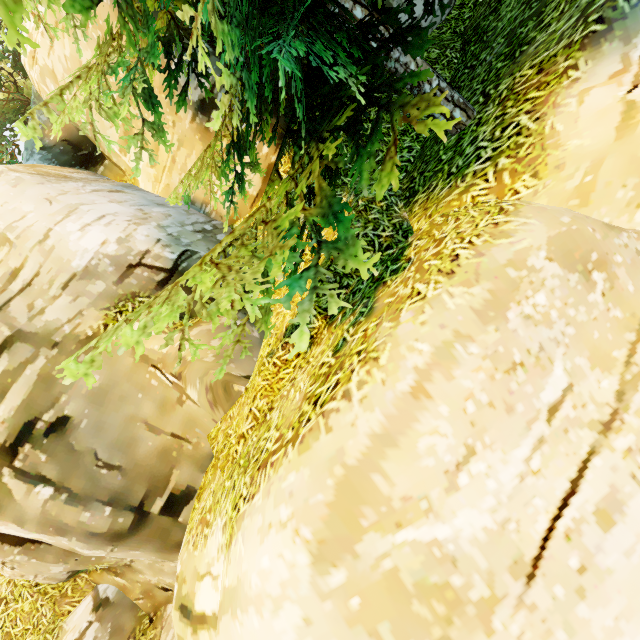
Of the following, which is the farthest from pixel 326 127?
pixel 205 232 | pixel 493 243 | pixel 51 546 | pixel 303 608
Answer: pixel 51 546
